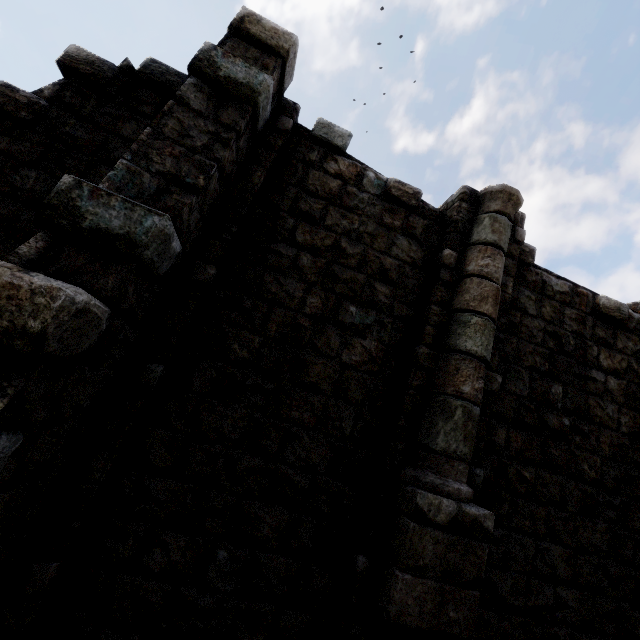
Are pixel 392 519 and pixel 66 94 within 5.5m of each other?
no
